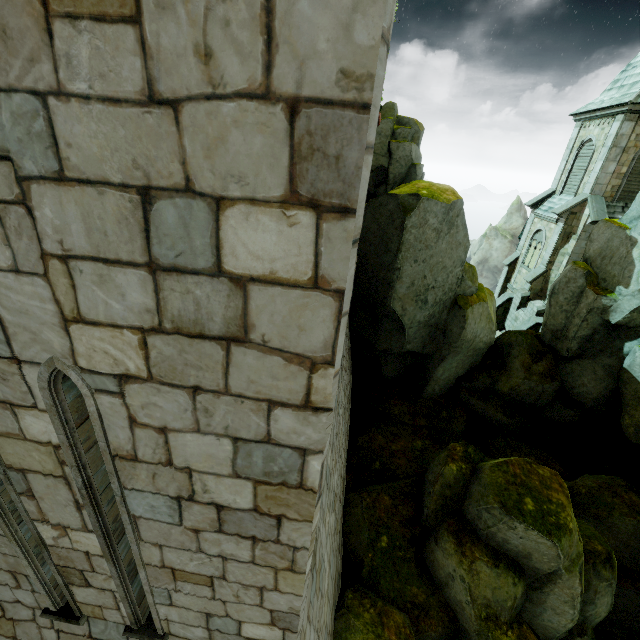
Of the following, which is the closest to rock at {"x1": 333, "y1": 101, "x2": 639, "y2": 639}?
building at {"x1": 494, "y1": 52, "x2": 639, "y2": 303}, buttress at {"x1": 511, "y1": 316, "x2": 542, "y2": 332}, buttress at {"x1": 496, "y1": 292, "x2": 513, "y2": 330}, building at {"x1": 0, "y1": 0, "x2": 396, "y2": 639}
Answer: building at {"x1": 0, "y1": 0, "x2": 396, "y2": 639}

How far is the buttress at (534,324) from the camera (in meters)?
20.28

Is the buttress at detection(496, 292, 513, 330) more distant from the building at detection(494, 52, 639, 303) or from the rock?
the rock

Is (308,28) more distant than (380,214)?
No

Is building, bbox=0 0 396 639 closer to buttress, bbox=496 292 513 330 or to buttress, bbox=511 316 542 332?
buttress, bbox=511 316 542 332

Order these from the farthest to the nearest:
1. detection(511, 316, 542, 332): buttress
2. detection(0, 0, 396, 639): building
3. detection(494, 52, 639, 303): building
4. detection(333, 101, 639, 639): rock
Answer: detection(511, 316, 542, 332): buttress → detection(494, 52, 639, 303): building → detection(333, 101, 639, 639): rock → detection(0, 0, 396, 639): building

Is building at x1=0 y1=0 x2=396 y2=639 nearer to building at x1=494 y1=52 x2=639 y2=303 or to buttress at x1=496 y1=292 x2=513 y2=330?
buttress at x1=496 y1=292 x2=513 y2=330

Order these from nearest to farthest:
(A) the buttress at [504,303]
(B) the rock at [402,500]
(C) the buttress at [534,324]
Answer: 1. (B) the rock at [402,500]
2. (C) the buttress at [534,324]
3. (A) the buttress at [504,303]
